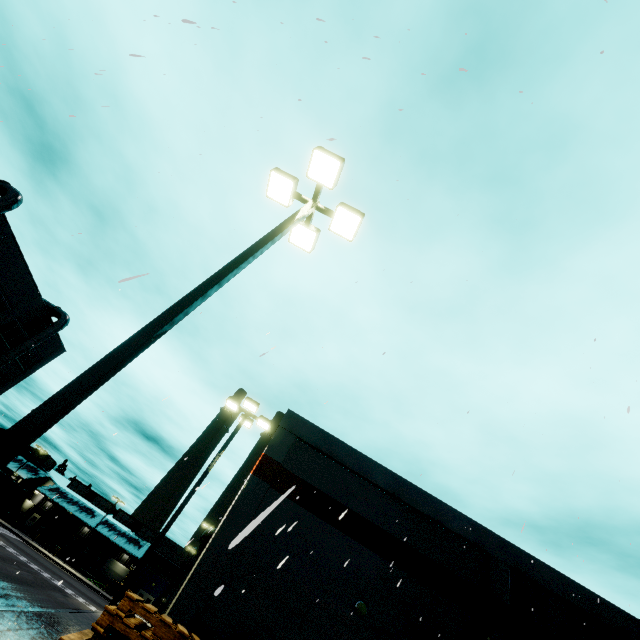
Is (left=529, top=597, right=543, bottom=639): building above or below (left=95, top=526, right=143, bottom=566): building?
above

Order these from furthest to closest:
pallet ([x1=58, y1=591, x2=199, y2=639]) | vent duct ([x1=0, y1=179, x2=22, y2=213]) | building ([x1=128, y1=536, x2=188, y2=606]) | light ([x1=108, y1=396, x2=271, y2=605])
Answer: building ([x1=128, y1=536, x2=188, y2=606]) < vent duct ([x1=0, y1=179, x2=22, y2=213]) < light ([x1=108, y1=396, x2=271, y2=605]) < pallet ([x1=58, y1=591, x2=199, y2=639])

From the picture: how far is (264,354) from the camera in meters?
5.3

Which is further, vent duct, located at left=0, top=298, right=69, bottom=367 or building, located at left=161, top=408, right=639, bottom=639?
vent duct, located at left=0, top=298, right=69, bottom=367

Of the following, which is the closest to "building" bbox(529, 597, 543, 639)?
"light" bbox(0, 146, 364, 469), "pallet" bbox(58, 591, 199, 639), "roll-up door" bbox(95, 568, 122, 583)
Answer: "roll-up door" bbox(95, 568, 122, 583)

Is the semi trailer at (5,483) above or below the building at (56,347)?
below

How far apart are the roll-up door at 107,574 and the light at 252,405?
69.0 meters

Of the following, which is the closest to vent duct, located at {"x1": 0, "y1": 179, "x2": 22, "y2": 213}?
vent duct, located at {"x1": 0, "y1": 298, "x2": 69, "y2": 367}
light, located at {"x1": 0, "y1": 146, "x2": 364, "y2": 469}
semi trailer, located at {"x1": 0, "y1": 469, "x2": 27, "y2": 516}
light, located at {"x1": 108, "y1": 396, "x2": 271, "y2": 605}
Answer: semi trailer, located at {"x1": 0, "y1": 469, "x2": 27, "y2": 516}
